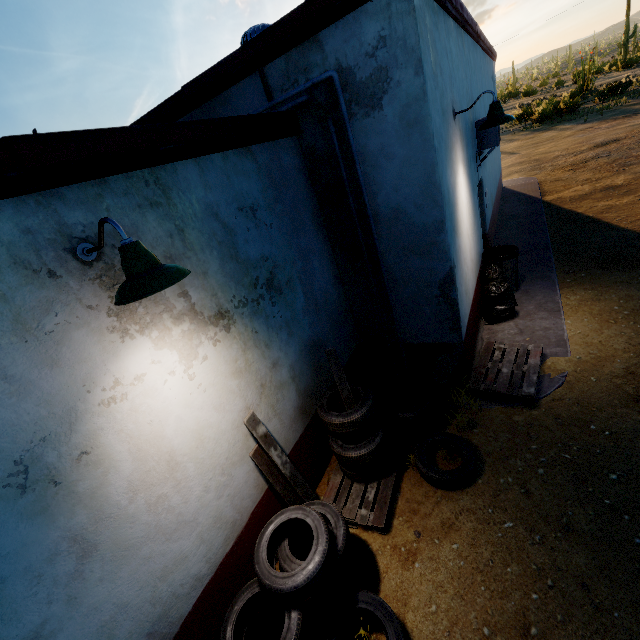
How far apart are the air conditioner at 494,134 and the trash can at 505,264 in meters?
1.6

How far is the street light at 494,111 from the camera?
4.21m

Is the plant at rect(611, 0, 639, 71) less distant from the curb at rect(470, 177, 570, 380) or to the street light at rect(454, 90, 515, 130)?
the curb at rect(470, 177, 570, 380)

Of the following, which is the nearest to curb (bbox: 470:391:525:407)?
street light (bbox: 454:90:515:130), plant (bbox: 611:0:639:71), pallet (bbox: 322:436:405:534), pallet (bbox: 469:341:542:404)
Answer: pallet (bbox: 469:341:542:404)

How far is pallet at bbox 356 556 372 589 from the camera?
3.0m

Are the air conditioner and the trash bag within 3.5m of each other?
yes

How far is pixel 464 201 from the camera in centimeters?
511cm

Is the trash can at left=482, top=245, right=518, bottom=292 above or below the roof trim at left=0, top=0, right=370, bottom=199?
below
